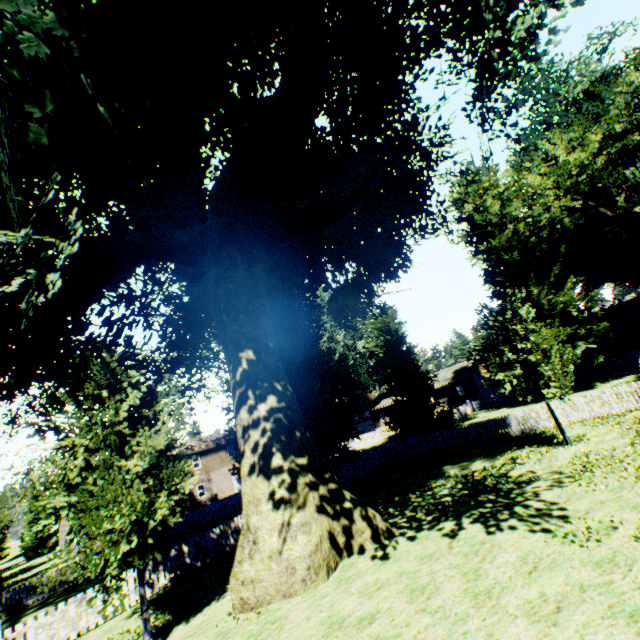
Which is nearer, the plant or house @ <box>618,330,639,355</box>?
the plant

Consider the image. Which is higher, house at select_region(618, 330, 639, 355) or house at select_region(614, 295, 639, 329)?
house at select_region(614, 295, 639, 329)

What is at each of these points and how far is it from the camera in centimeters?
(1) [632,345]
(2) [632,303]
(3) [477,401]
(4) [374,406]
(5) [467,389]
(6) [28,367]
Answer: (1) house, 3669cm
(2) house, 3888cm
(3) fence, 3981cm
(4) house, 5744cm
(5) house, 4659cm
(6) plant, 1258cm

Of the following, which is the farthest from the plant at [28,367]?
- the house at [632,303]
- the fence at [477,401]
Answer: the house at [632,303]

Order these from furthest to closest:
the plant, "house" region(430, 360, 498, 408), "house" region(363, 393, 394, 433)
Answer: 1. "house" region(363, 393, 394, 433)
2. "house" region(430, 360, 498, 408)
3. the plant

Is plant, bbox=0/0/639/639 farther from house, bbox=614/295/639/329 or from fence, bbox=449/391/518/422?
house, bbox=614/295/639/329
